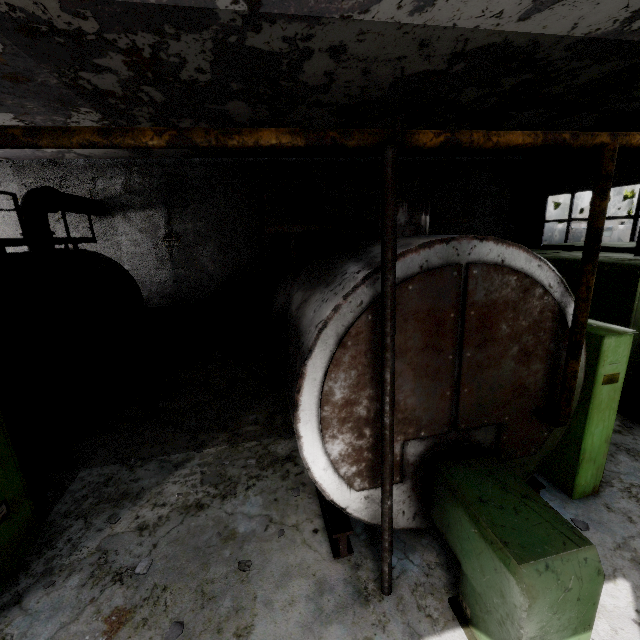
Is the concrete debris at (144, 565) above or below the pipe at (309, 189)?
below

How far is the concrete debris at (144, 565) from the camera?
3.8 meters

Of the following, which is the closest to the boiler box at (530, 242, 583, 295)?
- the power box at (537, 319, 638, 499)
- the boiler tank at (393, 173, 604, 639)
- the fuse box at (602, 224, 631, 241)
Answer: the power box at (537, 319, 638, 499)

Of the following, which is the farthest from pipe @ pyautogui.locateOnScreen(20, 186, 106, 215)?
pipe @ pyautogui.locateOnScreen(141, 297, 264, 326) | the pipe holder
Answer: the pipe holder

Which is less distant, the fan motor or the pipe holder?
the pipe holder

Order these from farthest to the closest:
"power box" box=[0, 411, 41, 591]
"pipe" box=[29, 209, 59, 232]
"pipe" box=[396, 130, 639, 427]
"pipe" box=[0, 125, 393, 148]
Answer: "pipe" box=[29, 209, 59, 232], "power box" box=[0, 411, 41, 591], "pipe" box=[396, 130, 639, 427], "pipe" box=[0, 125, 393, 148]

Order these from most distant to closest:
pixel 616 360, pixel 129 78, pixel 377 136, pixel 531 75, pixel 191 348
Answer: pixel 191 348
pixel 531 75
pixel 129 78
pixel 616 360
pixel 377 136

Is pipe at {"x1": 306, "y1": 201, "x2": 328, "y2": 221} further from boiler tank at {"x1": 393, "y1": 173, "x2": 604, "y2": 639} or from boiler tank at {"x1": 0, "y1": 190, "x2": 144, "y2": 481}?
boiler tank at {"x1": 0, "y1": 190, "x2": 144, "y2": 481}
